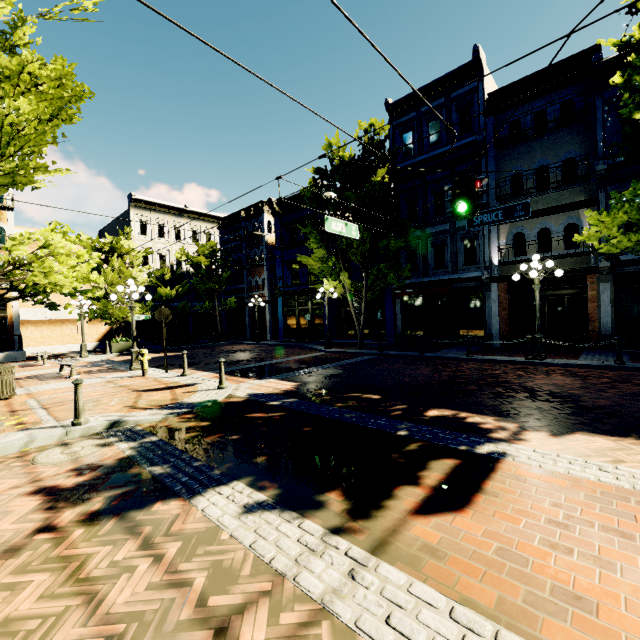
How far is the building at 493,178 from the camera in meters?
14.0

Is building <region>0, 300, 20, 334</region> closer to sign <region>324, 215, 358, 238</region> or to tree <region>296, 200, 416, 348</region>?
tree <region>296, 200, 416, 348</region>

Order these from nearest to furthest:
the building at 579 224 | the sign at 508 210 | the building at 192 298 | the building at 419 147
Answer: the sign at 508 210
the building at 579 224
the building at 419 147
the building at 192 298

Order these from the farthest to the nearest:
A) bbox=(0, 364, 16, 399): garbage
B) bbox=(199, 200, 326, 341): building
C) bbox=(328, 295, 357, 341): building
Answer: bbox=(199, 200, 326, 341): building
bbox=(328, 295, 357, 341): building
bbox=(0, 364, 16, 399): garbage

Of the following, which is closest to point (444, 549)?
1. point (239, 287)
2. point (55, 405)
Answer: point (55, 405)

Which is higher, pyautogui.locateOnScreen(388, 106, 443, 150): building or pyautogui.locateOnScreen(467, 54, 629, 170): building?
pyautogui.locateOnScreen(388, 106, 443, 150): building

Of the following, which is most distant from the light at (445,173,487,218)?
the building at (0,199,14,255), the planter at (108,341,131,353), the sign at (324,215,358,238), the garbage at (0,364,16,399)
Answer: the planter at (108,341,131,353)

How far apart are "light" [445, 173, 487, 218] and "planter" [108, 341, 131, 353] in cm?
2084
